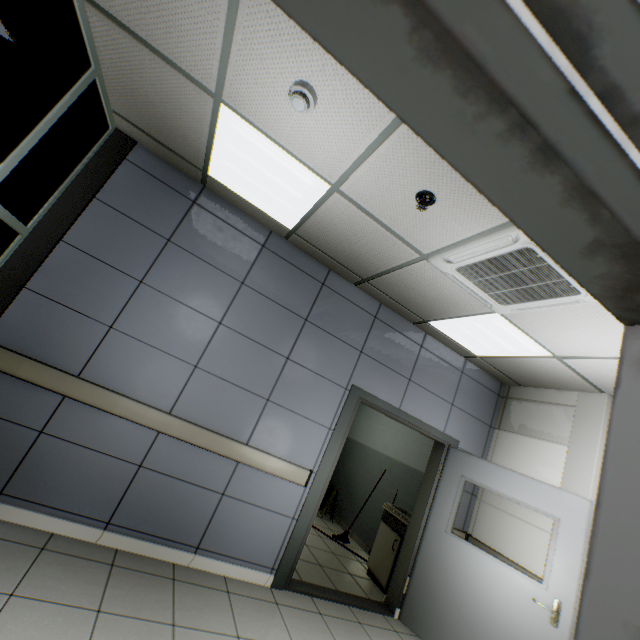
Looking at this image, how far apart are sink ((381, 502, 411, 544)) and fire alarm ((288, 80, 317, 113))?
4.86m

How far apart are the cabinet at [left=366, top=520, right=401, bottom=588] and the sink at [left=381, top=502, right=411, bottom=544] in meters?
0.0 m

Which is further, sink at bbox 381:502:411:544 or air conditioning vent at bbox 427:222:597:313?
sink at bbox 381:502:411:544

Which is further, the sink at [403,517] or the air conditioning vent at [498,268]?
the sink at [403,517]

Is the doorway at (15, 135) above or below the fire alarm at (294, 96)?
below

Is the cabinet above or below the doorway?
below

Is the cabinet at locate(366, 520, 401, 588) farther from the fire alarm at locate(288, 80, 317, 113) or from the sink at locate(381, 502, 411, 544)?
the fire alarm at locate(288, 80, 317, 113)

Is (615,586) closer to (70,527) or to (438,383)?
(70,527)
